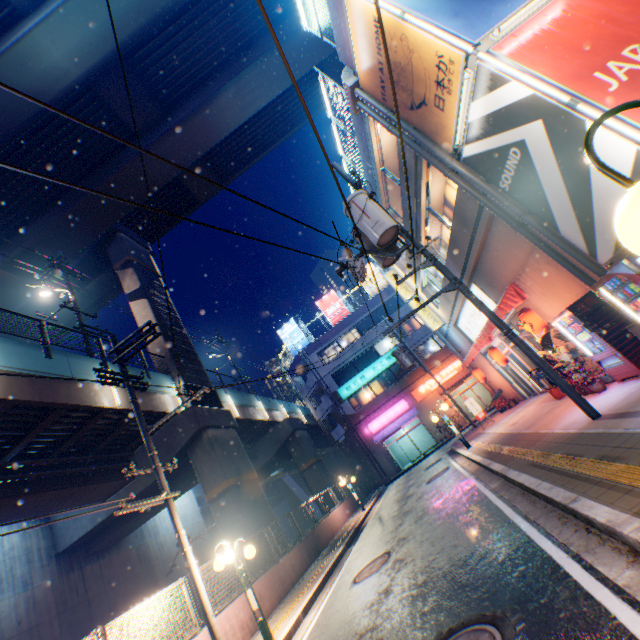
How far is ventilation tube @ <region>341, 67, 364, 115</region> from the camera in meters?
10.8

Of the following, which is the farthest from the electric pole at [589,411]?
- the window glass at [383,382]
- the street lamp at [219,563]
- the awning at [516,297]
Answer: the window glass at [383,382]

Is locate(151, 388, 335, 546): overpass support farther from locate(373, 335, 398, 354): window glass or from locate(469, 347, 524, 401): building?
locate(469, 347, 524, 401): building

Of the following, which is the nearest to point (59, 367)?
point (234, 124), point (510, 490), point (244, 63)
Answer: point (510, 490)

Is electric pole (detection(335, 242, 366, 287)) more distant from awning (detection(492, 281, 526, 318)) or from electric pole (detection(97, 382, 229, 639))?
electric pole (detection(97, 382, 229, 639))

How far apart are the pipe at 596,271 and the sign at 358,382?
25.6 meters

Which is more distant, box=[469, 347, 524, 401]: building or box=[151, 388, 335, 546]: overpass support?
box=[469, 347, 524, 401]: building

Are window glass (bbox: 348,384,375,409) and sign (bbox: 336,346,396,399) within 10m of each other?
yes
